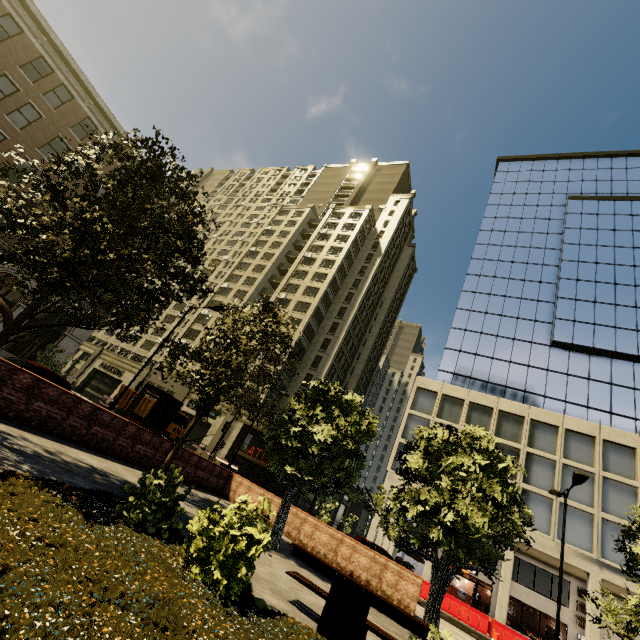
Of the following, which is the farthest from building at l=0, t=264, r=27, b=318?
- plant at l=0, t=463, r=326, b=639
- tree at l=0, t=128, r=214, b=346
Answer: plant at l=0, t=463, r=326, b=639

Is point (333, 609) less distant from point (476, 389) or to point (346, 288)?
point (476, 389)

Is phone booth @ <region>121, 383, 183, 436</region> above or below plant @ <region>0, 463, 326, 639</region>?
above

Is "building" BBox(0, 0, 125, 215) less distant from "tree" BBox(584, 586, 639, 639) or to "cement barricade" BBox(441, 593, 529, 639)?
"tree" BBox(584, 586, 639, 639)

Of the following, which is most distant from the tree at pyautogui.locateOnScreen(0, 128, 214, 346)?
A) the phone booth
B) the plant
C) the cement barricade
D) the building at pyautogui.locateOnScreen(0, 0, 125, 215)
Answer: the cement barricade

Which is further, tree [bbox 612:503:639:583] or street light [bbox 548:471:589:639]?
street light [bbox 548:471:589:639]

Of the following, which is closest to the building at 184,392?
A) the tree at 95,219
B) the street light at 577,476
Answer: the tree at 95,219

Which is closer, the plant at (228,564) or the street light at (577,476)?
the plant at (228,564)
